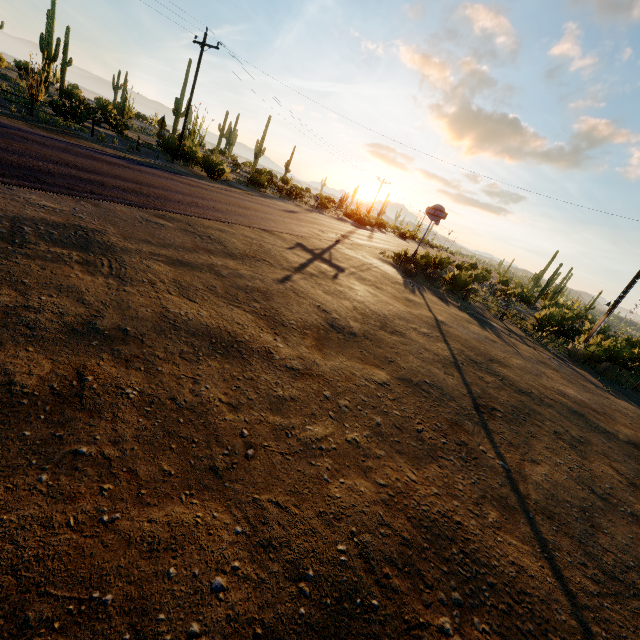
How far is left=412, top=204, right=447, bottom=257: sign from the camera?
22.3m

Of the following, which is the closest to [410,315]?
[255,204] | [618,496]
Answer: [618,496]

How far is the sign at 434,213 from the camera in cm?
2228
